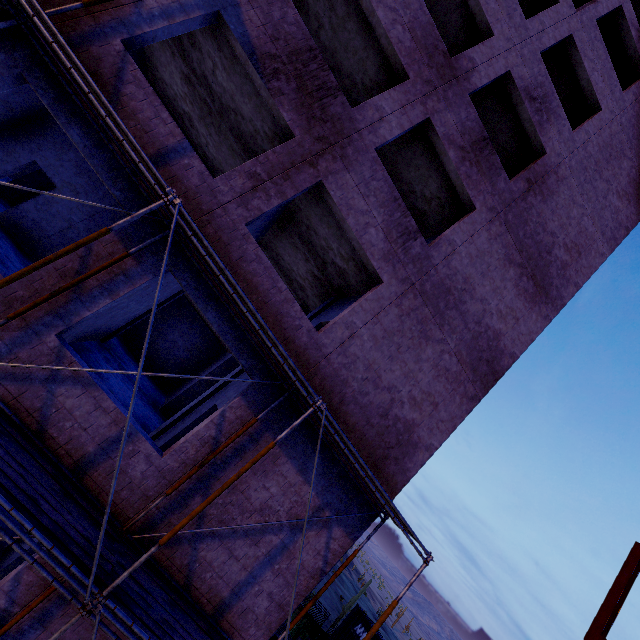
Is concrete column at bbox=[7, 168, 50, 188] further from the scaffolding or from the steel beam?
the steel beam

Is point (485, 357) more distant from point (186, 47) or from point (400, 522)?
point (186, 47)

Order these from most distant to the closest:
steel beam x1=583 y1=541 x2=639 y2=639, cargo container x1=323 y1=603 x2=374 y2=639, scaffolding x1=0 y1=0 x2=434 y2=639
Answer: cargo container x1=323 y1=603 x2=374 y2=639
steel beam x1=583 y1=541 x2=639 y2=639
scaffolding x1=0 y1=0 x2=434 y2=639

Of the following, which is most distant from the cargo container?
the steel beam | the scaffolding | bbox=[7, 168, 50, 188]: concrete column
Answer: bbox=[7, 168, 50, 188]: concrete column

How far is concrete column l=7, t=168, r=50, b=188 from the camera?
14.8m

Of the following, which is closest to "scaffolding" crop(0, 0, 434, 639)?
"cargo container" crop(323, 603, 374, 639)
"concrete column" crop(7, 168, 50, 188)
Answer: "concrete column" crop(7, 168, 50, 188)

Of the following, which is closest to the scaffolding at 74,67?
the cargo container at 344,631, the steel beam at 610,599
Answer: the steel beam at 610,599
